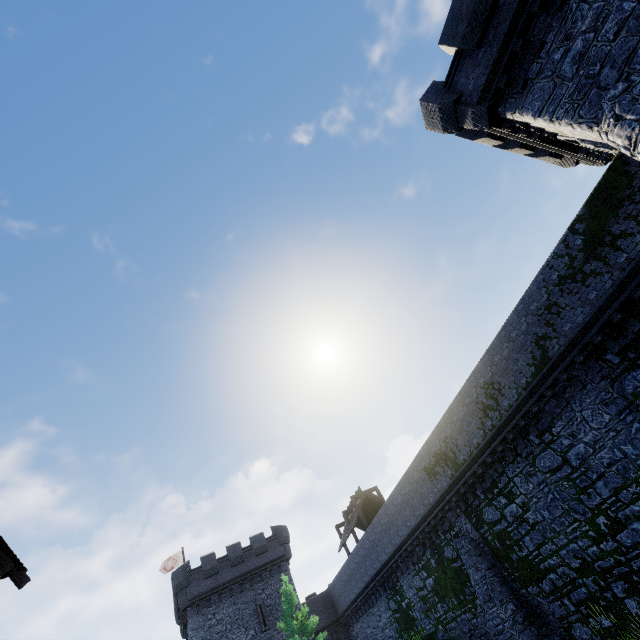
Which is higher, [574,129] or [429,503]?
[574,129]

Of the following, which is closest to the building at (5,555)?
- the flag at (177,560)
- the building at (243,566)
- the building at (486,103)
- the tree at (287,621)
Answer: the building at (486,103)

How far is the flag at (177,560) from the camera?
36.2m

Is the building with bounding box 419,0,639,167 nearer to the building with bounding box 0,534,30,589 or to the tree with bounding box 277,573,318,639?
the building with bounding box 0,534,30,589

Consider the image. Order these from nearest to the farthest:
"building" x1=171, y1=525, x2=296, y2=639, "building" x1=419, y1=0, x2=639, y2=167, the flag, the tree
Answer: "building" x1=419, y1=0, x2=639, y2=167 < the tree < "building" x1=171, y1=525, x2=296, y2=639 < the flag

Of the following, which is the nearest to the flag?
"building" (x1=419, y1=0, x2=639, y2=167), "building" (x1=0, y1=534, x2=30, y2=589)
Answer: "building" (x1=0, y1=534, x2=30, y2=589)

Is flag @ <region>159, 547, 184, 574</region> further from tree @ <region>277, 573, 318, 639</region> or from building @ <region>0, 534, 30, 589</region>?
building @ <region>0, 534, 30, 589</region>

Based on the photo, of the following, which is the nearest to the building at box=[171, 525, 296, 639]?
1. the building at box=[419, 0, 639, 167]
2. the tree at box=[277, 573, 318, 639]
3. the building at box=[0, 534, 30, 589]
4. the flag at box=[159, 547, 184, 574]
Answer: the flag at box=[159, 547, 184, 574]
